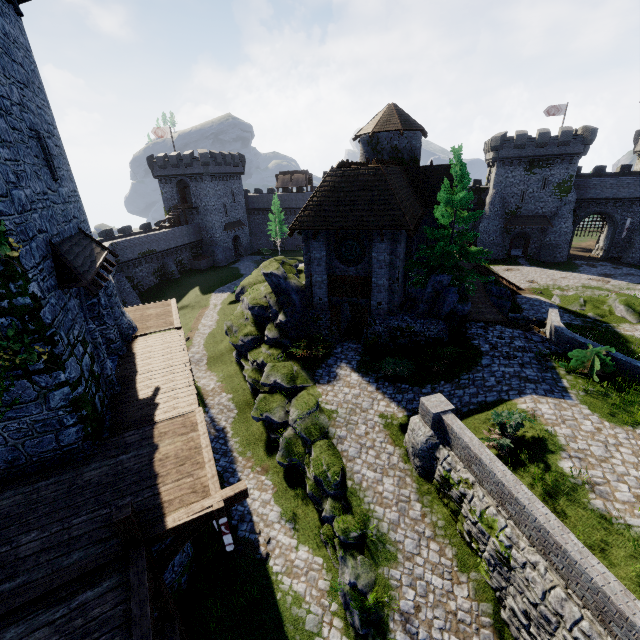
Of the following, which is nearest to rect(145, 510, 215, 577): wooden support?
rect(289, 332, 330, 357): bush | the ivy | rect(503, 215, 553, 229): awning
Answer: the ivy

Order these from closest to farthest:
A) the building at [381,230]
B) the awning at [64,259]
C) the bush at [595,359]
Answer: the awning at [64,259] < the bush at [595,359] < the building at [381,230]

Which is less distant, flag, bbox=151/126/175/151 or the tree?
the tree

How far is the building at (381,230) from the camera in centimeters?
1784cm

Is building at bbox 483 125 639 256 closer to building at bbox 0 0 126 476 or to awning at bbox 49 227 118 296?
building at bbox 0 0 126 476

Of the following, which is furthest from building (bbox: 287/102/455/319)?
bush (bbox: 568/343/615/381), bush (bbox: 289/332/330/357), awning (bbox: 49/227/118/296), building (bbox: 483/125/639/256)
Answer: building (bbox: 483/125/639/256)

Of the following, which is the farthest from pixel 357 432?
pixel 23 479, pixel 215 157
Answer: pixel 215 157

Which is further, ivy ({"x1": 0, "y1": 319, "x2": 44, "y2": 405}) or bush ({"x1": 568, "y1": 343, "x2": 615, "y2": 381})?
bush ({"x1": 568, "y1": 343, "x2": 615, "y2": 381})
